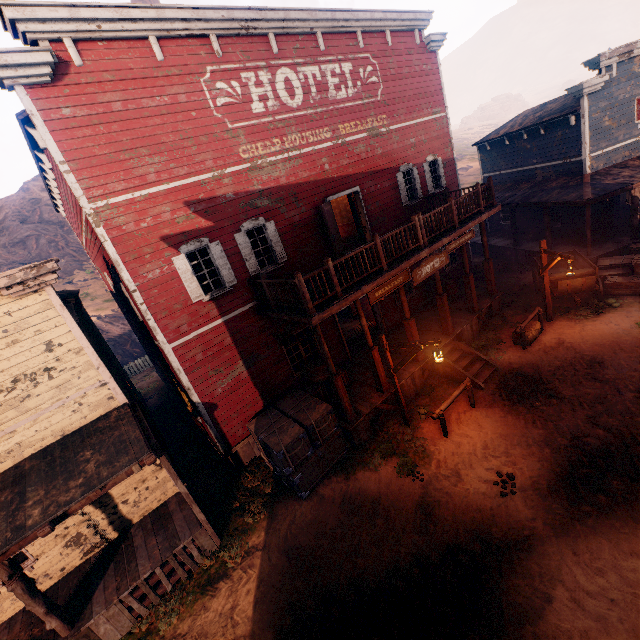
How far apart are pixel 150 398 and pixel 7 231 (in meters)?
41.62

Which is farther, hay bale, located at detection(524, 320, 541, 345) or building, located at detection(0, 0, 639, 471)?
hay bale, located at detection(524, 320, 541, 345)

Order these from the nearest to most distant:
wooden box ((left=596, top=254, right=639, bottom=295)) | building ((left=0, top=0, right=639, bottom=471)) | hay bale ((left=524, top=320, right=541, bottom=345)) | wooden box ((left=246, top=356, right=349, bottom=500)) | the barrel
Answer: building ((left=0, top=0, right=639, bottom=471))
wooden box ((left=246, top=356, right=349, bottom=500))
hay bale ((left=524, top=320, right=541, bottom=345))
wooden box ((left=596, top=254, right=639, bottom=295))
the barrel

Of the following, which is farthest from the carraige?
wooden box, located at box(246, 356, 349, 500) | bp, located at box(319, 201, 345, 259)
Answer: wooden box, located at box(246, 356, 349, 500)

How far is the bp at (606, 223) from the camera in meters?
15.1

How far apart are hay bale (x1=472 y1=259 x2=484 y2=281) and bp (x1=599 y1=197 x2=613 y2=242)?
5.0m

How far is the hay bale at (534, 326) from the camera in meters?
11.9 m

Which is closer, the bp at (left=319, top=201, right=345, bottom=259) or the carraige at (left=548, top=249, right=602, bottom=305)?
the bp at (left=319, top=201, right=345, bottom=259)
